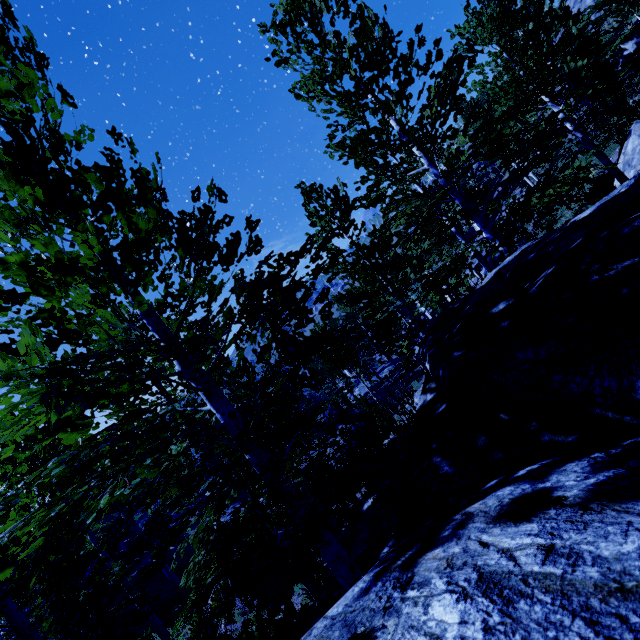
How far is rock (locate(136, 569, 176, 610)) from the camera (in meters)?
18.66

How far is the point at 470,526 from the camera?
1.18m

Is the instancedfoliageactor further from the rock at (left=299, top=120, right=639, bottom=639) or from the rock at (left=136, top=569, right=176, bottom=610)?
the rock at (left=136, top=569, right=176, bottom=610)

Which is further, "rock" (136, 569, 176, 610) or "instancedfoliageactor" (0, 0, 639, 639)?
"rock" (136, 569, 176, 610)

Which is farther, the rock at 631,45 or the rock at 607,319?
the rock at 631,45

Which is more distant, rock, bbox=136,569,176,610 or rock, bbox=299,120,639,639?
rock, bbox=136,569,176,610

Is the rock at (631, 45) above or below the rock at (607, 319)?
above
